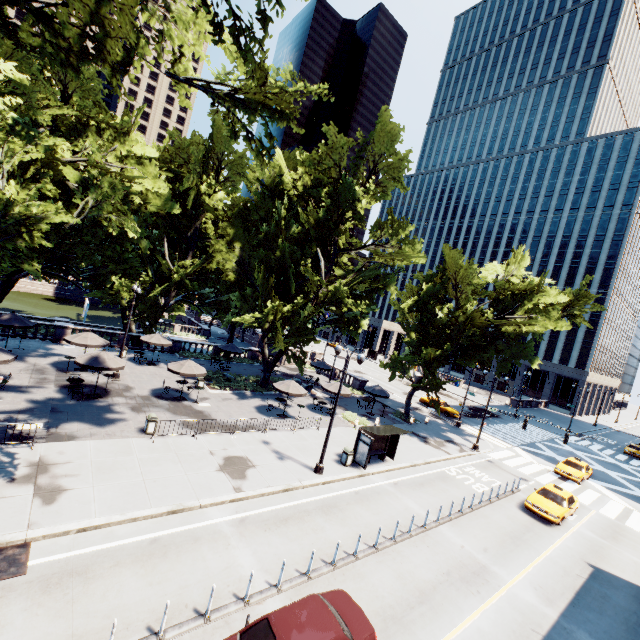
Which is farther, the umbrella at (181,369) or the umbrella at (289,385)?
the umbrella at (289,385)

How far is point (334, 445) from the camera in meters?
22.1 m

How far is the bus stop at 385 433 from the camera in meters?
19.5

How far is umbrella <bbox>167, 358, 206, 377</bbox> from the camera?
22.4 meters

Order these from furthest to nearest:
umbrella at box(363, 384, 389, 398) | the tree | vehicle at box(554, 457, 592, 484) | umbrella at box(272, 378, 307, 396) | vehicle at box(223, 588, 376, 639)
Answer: umbrella at box(363, 384, 389, 398)
vehicle at box(554, 457, 592, 484)
umbrella at box(272, 378, 307, 396)
the tree
vehicle at box(223, 588, 376, 639)

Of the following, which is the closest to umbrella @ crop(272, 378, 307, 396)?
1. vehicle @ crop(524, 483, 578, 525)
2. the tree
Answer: the tree

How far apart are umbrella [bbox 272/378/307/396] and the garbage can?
5.8m

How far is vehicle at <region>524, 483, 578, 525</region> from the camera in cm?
1900
